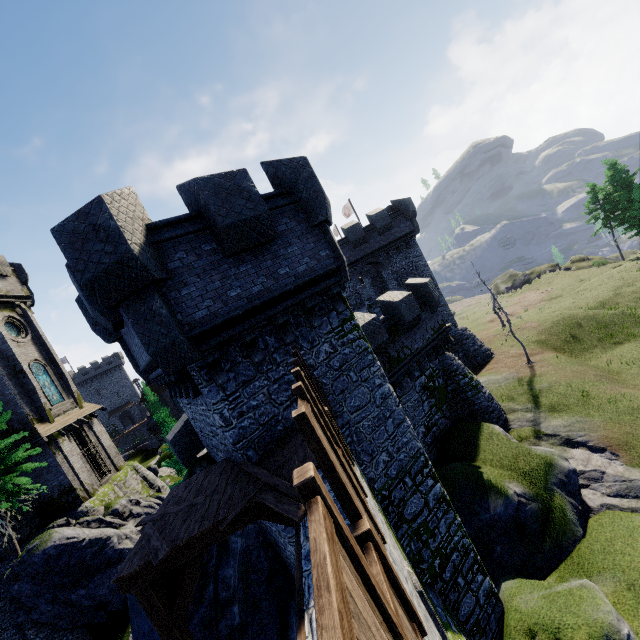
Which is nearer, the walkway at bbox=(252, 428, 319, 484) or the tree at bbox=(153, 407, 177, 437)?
the walkway at bbox=(252, 428, 319, 484)

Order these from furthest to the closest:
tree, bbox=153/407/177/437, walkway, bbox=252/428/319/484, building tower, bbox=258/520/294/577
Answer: tree, bbox=153/407/177/437 → building tower, bbox=258/520/294/577 → walkway, bbox=252/428/319/484

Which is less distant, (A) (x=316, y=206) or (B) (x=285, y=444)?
(B) (x=285, y=444)

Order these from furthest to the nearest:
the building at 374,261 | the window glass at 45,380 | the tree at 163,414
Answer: the building at 374,261, the window glass at 45,380, the tree at 163,414

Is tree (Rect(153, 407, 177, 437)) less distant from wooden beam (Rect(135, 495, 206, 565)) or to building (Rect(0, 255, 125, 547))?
building (Rect(0, 255, 125, 547))

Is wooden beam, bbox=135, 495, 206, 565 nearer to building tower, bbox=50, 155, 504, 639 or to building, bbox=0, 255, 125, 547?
building tower, bbox=50, 155, 504, 639

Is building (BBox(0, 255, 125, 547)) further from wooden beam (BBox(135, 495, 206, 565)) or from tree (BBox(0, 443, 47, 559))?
wooden beam (BBox(135, 495, 206, 565))

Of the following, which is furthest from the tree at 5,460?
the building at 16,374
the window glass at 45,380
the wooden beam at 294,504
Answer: the wooden beam at 294,504
